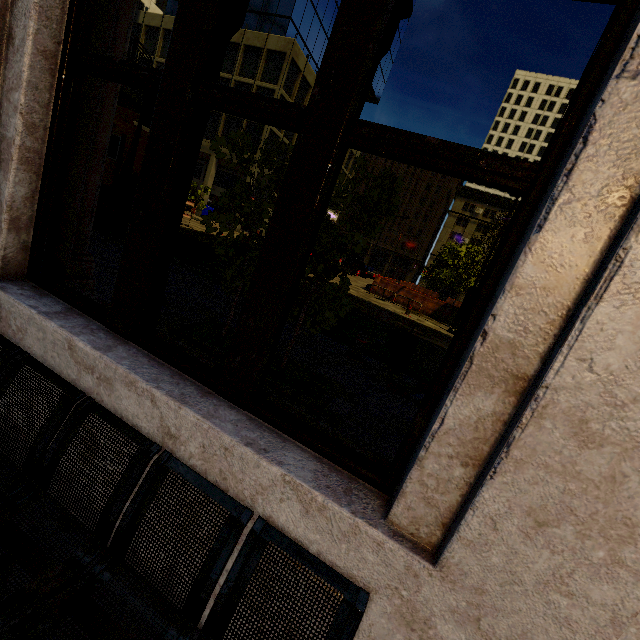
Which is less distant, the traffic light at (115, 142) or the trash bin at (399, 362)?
the trash bin at (399, 362)

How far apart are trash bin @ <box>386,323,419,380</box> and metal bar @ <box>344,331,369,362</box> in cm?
47

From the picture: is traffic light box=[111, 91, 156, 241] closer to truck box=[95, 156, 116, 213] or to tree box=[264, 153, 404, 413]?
truck box=[95, 156, 116, 213]

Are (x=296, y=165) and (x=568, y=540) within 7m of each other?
yes

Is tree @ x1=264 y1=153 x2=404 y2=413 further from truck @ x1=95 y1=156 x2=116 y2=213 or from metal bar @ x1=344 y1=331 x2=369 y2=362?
truck @ x1=95 y1=156 x2=116 y2=213

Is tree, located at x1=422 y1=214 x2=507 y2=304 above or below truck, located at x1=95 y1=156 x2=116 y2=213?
above

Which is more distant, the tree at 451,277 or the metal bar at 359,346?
the tree at 451,277

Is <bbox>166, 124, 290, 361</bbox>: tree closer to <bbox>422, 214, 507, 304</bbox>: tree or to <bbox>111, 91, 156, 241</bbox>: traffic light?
<bbox>111, 91, 156, 241</bbox>: traffic light
